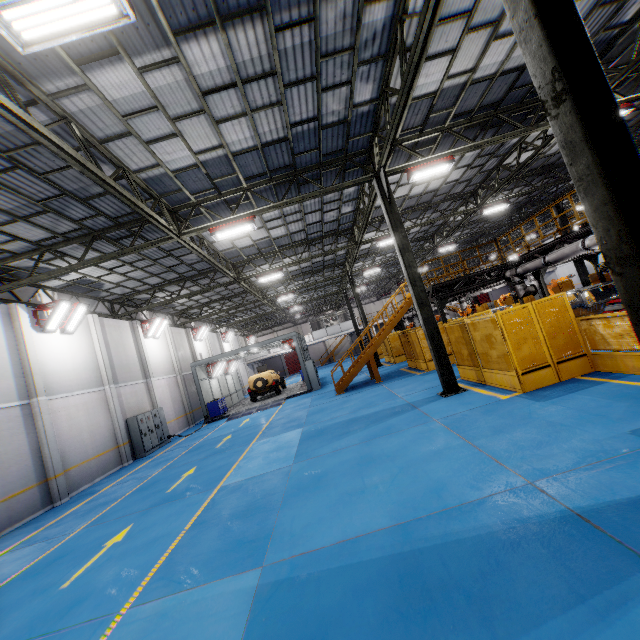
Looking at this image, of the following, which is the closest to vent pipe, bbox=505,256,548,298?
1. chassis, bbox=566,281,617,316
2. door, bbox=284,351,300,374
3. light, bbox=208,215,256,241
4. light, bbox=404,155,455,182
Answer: chassis, bbox=566,281,617,316

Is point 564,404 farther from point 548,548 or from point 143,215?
point 143,215

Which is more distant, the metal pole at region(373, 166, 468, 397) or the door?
the door

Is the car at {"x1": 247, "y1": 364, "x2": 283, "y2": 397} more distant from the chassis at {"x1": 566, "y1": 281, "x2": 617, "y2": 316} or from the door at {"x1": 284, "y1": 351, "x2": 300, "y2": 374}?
the door at {"x1": 284, "y1": 351, "x2": 300, "y2": 374}

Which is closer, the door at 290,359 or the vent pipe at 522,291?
the vent pipe at 522,291

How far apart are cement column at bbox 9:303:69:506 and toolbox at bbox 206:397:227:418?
10.6 meters

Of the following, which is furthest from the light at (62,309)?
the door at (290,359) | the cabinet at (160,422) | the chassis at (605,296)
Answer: the door at (290,359)

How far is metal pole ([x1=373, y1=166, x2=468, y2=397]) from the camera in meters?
10.7
